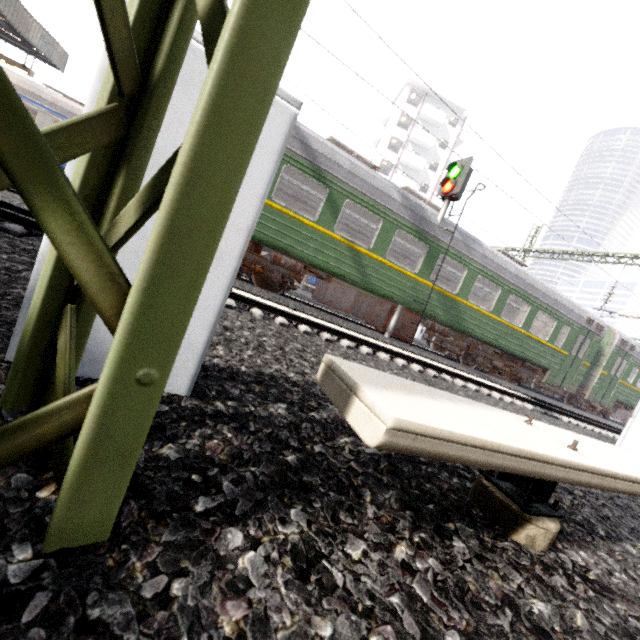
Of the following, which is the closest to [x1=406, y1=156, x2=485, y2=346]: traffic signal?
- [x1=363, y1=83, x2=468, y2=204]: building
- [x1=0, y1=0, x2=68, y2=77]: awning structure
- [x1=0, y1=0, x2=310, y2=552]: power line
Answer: [x1=0, y1=0, x2=310, y2=552]: power line

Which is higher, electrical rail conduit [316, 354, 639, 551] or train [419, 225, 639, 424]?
train [419, 225, 639, 424]

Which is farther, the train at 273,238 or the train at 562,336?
the train at 562,336

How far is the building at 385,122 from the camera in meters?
40.3 m

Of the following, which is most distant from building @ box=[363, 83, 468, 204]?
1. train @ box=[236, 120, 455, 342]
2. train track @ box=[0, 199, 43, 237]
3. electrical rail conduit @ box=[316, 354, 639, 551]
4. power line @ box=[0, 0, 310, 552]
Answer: Result: electrical rail conduit @ box=[316, 354, 639, 551]

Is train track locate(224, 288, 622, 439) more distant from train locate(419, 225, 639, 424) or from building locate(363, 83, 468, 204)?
building locate(363, 83, 468, 204)

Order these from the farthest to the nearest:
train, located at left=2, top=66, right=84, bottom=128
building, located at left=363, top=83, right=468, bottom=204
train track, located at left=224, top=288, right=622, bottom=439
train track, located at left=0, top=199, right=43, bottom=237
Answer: building, located at left=363, top=83, right=468, bottom=204, train, located at left=2, top=66, right=84, bottom=128, train track, located at left=224, top=288, right=622, bottom=439, train track, located at left=0, top=199, right=43, bottom=237

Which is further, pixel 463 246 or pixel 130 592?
pixel 463 246
